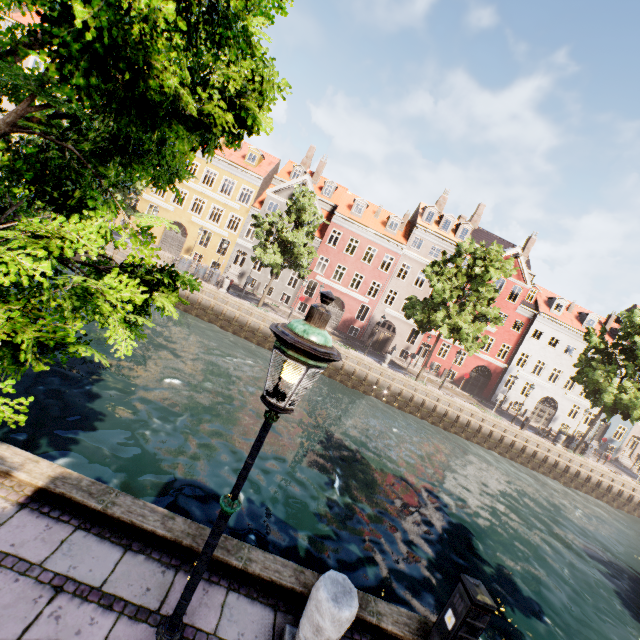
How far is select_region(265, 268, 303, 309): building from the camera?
33.5m

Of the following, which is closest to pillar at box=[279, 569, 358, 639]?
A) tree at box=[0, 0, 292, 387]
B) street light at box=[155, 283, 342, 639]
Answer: street light at box=[155, 283, 342, 639]

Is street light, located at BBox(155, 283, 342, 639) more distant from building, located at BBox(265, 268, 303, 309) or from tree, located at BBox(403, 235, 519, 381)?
building, located at BBox(265, 268, 303, 309)

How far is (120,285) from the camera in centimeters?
266cm

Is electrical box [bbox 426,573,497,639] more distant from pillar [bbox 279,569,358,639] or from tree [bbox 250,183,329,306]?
tree [bbox 250,183,329,306]

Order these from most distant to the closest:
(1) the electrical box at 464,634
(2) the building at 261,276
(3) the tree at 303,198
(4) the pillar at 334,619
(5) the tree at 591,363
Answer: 1. (2) the building at 261,276
2. (5) the tree at 591,363
3. (3) the tree at 303,198
4. (1) the electrical box at 464,634
5. (4) the pillar at 334,619

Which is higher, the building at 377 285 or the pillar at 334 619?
the building at 377 285

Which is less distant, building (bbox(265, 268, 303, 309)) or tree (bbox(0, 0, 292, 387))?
tree (bbox(0, 0, 292, 387))
